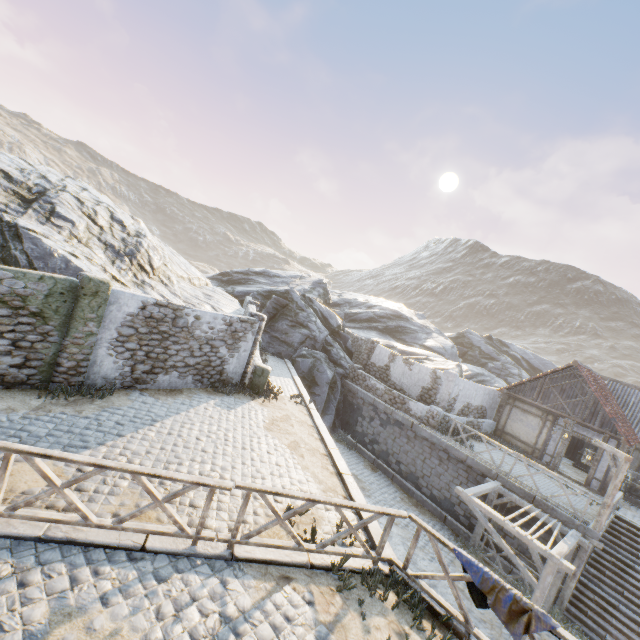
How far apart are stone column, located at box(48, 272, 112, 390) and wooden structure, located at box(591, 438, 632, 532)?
17.66m

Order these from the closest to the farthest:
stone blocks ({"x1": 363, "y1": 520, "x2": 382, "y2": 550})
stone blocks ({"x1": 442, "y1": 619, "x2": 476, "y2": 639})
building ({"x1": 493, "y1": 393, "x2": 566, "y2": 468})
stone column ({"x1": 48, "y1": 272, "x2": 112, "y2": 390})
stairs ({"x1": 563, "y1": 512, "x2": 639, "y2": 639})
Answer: stone blocks ({"x1": 442, "y1": 619, "x2": 476, "y2": 639}), stone blocks ({"x1": 363, "y1": 520, "x2": 382, "y2": 550}), stone column ({"x1": 48, "y1": 272, "x2": 112, "y2": 390}), stairs ({"x1": 563, "y1": 512, "x2": 639, "y2": 639}), building ({"x1": 493, "y1": 393, "x2": 566, "y2": 468})

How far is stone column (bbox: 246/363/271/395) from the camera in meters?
13.3

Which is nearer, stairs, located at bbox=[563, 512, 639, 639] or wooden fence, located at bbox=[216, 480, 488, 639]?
wooden fence, located at bbox=[216, 480, 488, 639]

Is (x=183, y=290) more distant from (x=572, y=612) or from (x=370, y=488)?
(x=572, y=612)

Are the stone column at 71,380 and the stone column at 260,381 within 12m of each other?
yes

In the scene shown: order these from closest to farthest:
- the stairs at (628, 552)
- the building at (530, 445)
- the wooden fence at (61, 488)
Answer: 1. the wooden fence at (61, 488)
2. the stairs at (628, 552)
3. the building at (530, 445)

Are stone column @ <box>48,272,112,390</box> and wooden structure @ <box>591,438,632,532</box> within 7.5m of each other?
no
